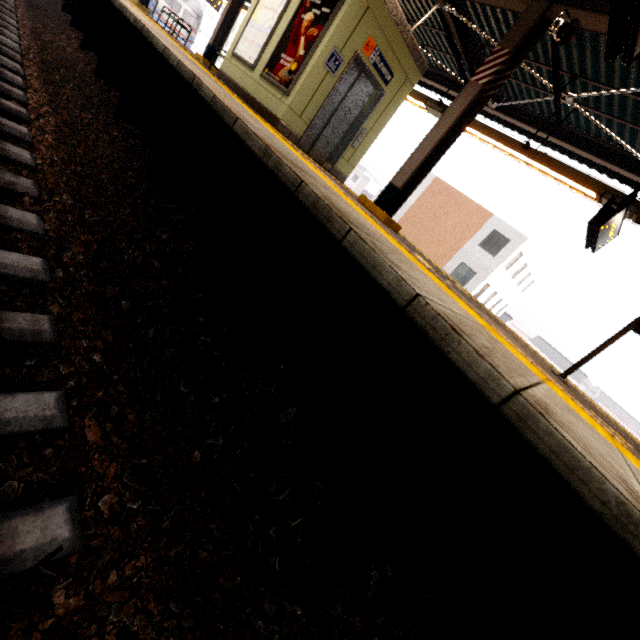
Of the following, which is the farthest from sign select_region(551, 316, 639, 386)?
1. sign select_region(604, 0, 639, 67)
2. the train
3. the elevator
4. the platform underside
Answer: the train

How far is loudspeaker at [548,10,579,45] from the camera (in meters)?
4.29

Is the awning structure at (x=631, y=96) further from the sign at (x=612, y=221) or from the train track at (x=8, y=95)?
the train track at (x=8, y=95)

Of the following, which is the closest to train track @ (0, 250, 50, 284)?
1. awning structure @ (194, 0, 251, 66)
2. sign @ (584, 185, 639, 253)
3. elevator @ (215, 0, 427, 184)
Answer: elevator @ (215, 0, 427, 184)

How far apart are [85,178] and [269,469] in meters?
3.2 m

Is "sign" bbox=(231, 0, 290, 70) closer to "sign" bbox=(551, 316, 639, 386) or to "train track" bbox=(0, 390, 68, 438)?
"train track" bbox=(0, 390, 68, 438)

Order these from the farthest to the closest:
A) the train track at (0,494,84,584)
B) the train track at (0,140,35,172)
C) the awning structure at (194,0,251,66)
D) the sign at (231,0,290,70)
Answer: the awning structure at (194,0,251,66) → the sign at (231,0,290,70) → the train track at (0,140,35,172) → the train track at (0,494,84,584)

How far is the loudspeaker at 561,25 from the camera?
4.29m
